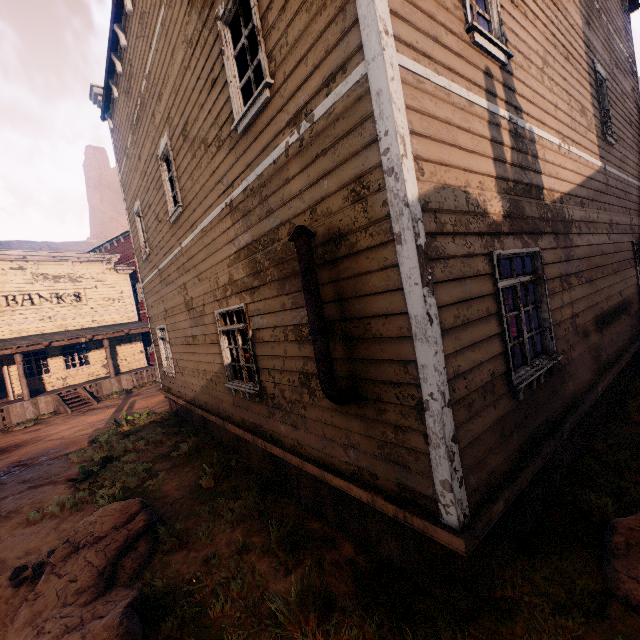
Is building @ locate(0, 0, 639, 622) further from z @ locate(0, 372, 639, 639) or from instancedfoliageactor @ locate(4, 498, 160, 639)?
instancedfoliageactor @ locate(4, 498, 160, 639)

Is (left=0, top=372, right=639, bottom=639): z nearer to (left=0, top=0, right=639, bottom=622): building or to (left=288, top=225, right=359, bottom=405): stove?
(left=0, top=0, right=639, bottom=622): building

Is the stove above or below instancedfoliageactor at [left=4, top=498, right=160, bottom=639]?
above

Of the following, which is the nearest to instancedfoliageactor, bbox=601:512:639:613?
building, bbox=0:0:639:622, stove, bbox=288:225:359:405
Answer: building, bbox=0:0:639:622

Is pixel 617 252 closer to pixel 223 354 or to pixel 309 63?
pixel 309 63

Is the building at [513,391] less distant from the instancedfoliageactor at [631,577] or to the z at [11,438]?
the z at [11,438]

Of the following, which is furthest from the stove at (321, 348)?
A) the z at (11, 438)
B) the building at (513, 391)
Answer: the z at (11, 438)

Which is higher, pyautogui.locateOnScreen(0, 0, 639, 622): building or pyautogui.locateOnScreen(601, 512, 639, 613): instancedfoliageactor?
pyautogui.locateOnScreen(0, 0, 639, 622): building
